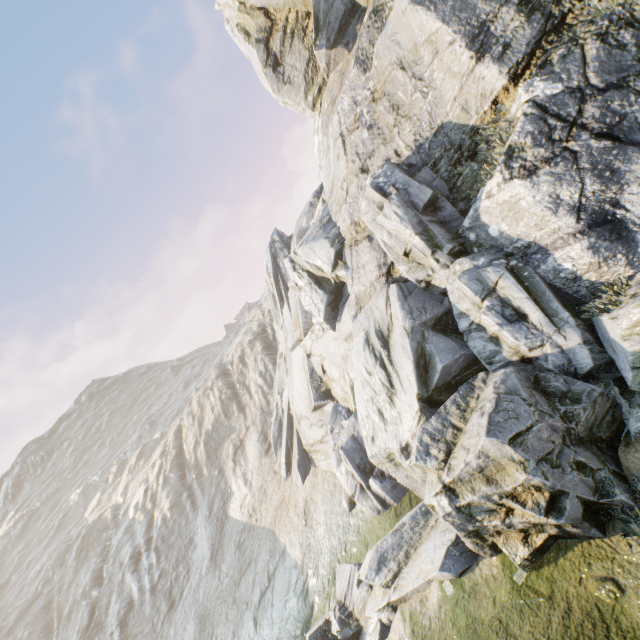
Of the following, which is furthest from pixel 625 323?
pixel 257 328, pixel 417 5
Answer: pixel 257 328
